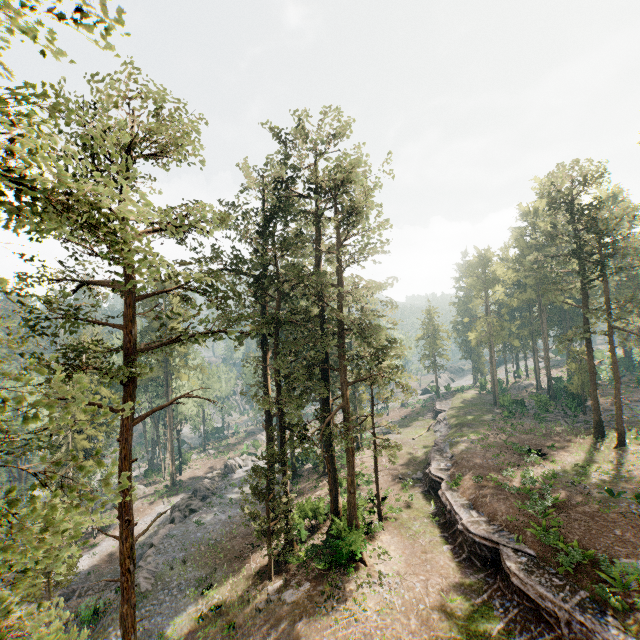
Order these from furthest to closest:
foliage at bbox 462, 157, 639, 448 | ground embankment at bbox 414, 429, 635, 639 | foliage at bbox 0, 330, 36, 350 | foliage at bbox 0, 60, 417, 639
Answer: foliage at bbox 462, 157, 639, 448 < ground embankment at bbox 414, 429, 635, 639 < foliage at bbox 0, 330, 36, 350 < foliage at bbox 0, 60, 417, 639

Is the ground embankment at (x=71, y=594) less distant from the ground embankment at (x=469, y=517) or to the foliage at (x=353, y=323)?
the foliage at (x=353, y=323)

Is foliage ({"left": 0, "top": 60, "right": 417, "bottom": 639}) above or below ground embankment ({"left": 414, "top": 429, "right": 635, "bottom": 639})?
above

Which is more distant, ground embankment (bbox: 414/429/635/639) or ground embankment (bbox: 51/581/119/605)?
ground embankment (bbox: 51/581/119/605)

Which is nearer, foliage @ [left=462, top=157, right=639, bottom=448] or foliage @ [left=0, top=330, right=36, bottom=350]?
foliage @ [left=0, top=330, right=36, bottom=350]

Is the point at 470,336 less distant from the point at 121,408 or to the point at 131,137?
the point at 121,408

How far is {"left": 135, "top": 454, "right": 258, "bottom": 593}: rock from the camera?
26.3 meters
